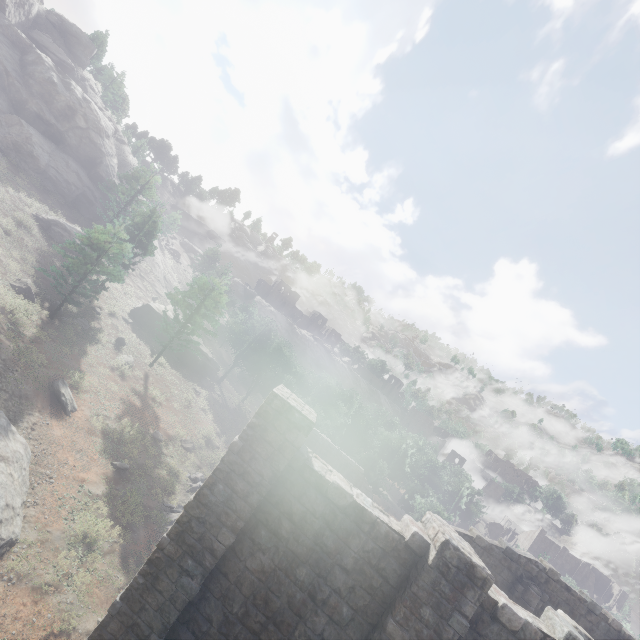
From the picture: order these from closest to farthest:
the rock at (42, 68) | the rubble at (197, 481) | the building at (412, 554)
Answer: the building at (412, 554) < the rubble at (197, 481) < the rock at (42, 68)

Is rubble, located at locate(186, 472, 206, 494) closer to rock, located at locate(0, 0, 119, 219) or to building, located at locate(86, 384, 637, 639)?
building, located at locate(86, 384, 637, 639)

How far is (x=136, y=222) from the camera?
33.0m

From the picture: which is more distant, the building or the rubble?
the rubble

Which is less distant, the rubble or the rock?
the rubble

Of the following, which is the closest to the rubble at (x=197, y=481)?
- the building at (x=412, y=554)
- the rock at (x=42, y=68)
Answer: the building at (x=412, y=554)

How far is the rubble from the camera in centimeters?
2323cm
